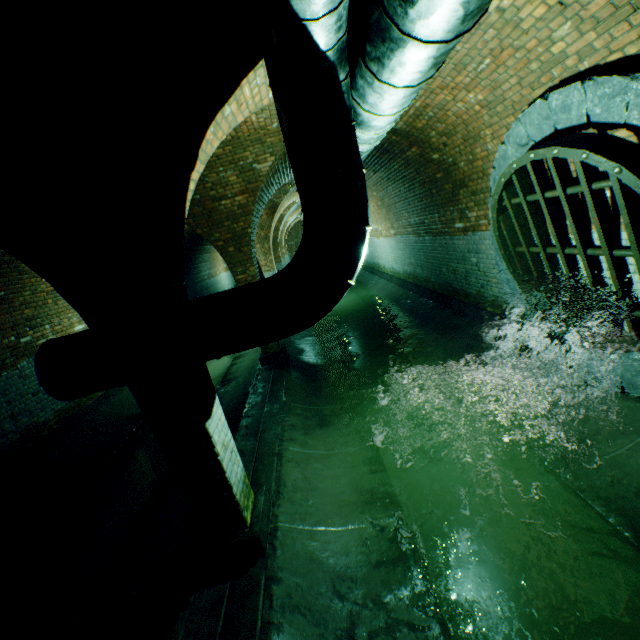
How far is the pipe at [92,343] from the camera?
2.9m

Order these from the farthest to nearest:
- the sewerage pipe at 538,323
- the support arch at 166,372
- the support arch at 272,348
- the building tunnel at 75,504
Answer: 1. the support arch at 272,348
2. the sewerage pipe at 538,323
3. the building tunnel at 75,504
4. the support arch at 166,372

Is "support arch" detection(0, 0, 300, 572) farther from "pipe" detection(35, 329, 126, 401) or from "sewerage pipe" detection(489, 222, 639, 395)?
"sewerage pipe" detection(489, 222, 639, 395)

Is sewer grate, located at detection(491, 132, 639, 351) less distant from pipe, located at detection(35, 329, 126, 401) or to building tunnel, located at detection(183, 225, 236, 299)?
building tunnel, located at detection(183, 225, 236, 299)

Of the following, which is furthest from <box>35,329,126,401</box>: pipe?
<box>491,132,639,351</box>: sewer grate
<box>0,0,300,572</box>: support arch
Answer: <box>491,132,639,351</box>: sewer grate

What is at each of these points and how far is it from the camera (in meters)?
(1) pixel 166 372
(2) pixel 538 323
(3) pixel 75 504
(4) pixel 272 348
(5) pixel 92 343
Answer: A:
(1) support arch, 2.56
(2) sewerage pipe, 4.77
(3) building tunnel, 5.28
(4) support arch, 7.82
(5) pipe, 2.89

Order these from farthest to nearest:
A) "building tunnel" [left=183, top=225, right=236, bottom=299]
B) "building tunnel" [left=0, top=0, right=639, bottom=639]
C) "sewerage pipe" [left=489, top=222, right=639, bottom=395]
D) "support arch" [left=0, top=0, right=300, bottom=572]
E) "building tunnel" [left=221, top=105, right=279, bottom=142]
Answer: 1. "building tunnel" [left=183, top=225, right=236, bottom=299]
2. "building tunnel" [left=221, top=105, right=279, bottom=142]
3. "sewerage pipe" [left=489, top=222, right=639, bottom=395]
4. "building tunnel" [left=0, top=0, right=639, bottom=639]
5. "support arch" [left=0, top=0, right=300, bottom=572]

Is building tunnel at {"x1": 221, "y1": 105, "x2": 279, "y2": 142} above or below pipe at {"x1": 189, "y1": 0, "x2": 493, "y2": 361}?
above
